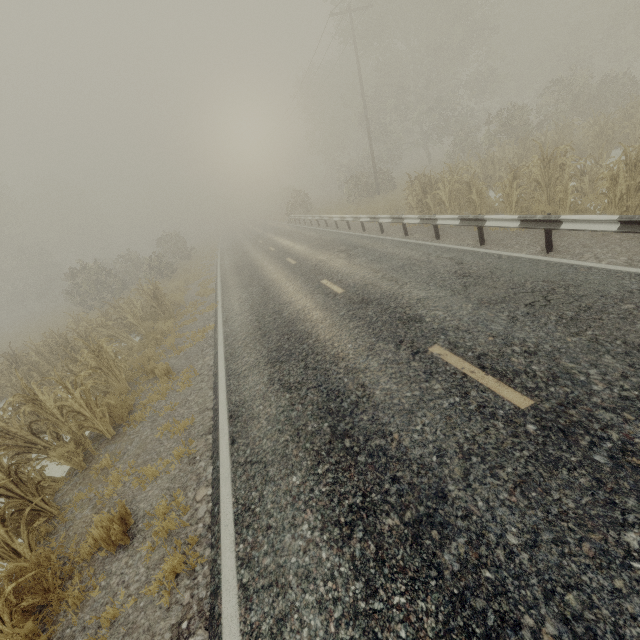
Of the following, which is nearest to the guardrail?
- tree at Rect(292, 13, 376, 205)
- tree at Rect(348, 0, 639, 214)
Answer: tree at Rect(348, 0, 639, 214)

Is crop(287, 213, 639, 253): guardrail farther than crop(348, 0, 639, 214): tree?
No

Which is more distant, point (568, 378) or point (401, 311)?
point (401, 311)

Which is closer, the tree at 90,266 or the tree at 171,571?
the tree at 171,571

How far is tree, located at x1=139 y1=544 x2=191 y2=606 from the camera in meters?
3.4

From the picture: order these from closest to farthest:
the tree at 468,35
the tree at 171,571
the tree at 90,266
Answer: the tree at 171,571 < the tree at 90,266 < the tree at 468,35

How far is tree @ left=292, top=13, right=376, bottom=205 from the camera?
27.0m
